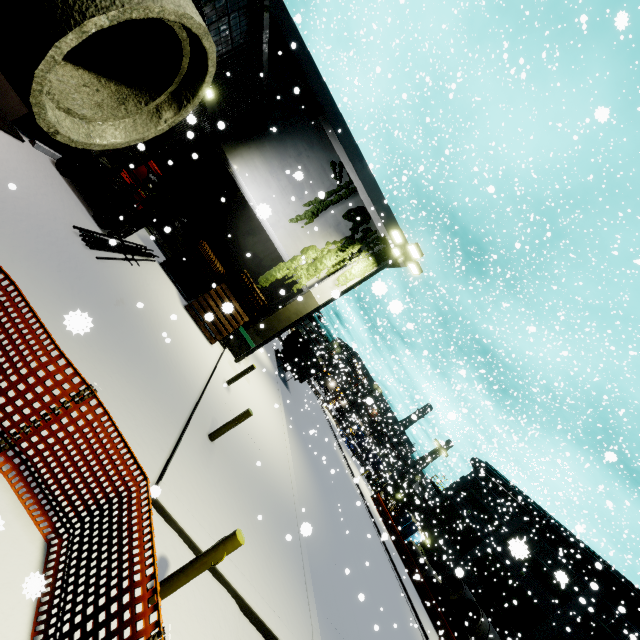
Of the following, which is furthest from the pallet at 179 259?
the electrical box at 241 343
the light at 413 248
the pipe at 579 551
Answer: the pipe at 579 551

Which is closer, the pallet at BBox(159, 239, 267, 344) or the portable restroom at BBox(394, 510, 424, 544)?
the pallet at BBox(159, 239, 267, 344)

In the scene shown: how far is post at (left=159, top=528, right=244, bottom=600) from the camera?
4.0 meters

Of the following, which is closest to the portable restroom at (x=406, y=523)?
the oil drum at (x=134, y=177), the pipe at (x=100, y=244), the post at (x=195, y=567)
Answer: the pipe at (x=100, y=244)

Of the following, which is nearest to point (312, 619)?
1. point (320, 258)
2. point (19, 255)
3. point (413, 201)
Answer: point (19, 255)

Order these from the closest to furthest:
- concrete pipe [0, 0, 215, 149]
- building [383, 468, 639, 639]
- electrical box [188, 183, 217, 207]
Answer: concrete pipe [0, 0, 215, 149] → electrical box [188, 183, 217, 207] → building [383, 468, 639, 639]

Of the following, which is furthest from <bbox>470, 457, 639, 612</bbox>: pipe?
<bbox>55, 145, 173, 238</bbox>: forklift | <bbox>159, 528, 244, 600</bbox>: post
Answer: <bbox>55, 145, 173, 238</bbox>: forklift

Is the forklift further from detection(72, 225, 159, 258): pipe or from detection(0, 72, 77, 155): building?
detection(0, 72, 77, 155): building
